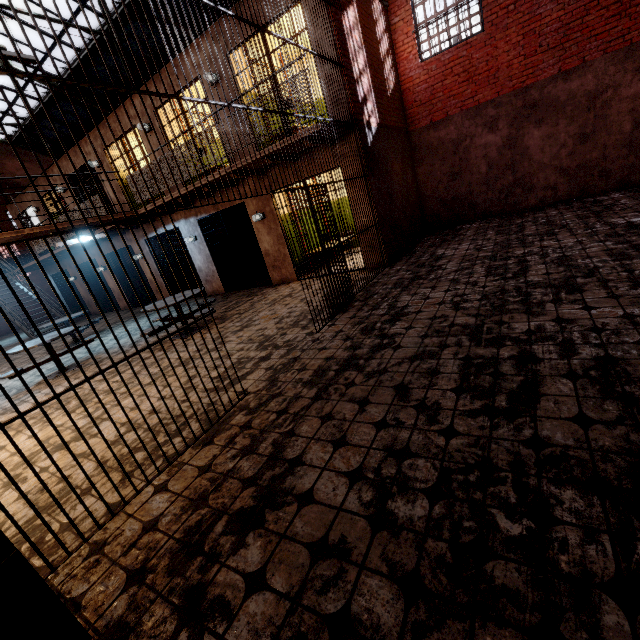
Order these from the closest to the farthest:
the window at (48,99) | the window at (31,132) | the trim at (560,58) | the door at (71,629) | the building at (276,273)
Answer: the door at (71,629) < the trim at (560,58) < the building at (276,273) < the window at (48,99) < the window at (31,132)

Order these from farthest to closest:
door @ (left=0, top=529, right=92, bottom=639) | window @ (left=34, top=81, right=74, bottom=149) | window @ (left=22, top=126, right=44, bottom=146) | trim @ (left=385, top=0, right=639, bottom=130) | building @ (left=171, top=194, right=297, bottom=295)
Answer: window @ (left=22, top=126, right=44, bottom=146), window @ (left=34, top=81, right=74, bottom=149), building @ (left=171, top=194, right=297, bottom=295), trim @ (left=385, top=0, right=639, bottom=130), door @ (left=0, top=529, right=92, bottom=639)

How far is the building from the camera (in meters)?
8.52

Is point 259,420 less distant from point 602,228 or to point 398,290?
point 398,290

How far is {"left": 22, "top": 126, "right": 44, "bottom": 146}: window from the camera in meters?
15.1

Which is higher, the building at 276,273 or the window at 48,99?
the window at 48,99

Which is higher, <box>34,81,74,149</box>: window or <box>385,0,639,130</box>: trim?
<box>34,81,74,149</box>: window
